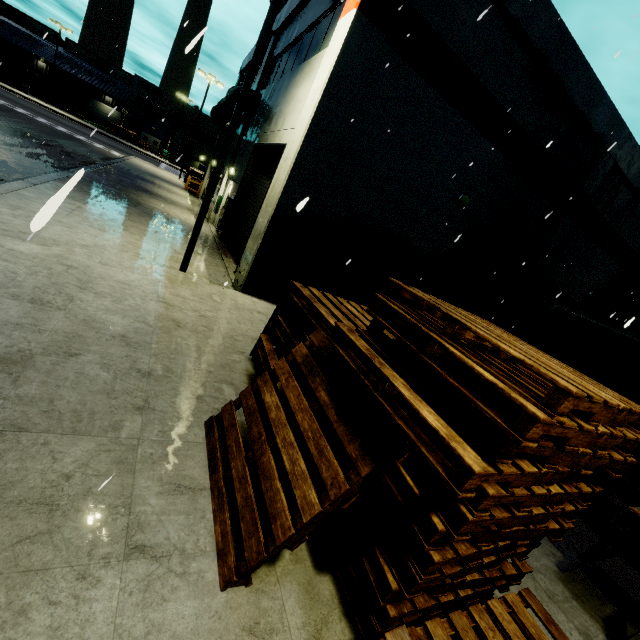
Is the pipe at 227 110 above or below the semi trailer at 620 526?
above

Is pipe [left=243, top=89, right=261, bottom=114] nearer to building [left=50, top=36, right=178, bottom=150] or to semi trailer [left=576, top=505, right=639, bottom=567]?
building [left=50, top=36, right=178, bottom=150]

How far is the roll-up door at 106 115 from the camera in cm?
5719

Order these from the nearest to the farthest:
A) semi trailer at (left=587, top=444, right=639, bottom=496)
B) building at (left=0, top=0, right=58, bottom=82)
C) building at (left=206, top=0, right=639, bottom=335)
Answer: semi trailer at (left=587, top=444, right=639, bottom=496) → building at (left=206, top=0, right=639, bottom=335) → building at (left=0, top=0, right=58, bottom=82)

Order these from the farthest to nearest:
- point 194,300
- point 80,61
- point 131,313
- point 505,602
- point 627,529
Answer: point 80,61
point 194,300
point 131,313
point 627,529
point 505,602

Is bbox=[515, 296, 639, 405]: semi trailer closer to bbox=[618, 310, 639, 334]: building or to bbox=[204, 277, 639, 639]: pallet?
bbox=[618, 310, 639, 334]: building

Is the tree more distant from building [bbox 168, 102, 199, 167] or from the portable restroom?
the portable restroom

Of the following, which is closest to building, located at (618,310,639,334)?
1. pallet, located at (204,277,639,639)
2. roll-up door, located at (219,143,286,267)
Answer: roll-up door, located at (219,143,286,267)
